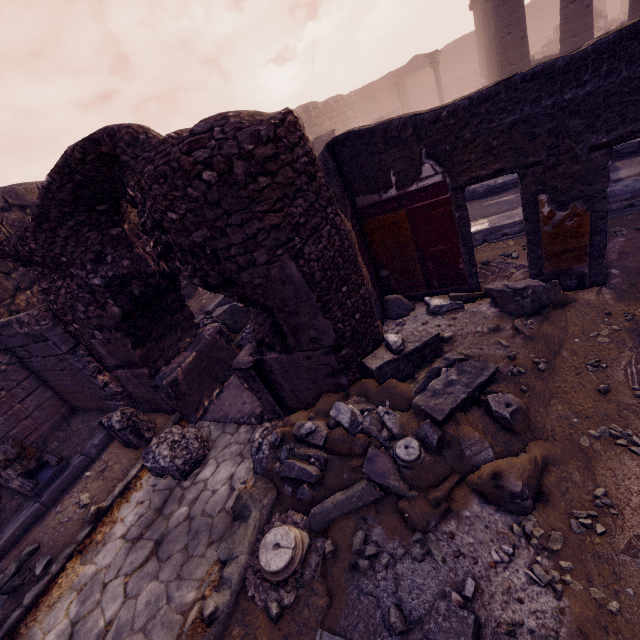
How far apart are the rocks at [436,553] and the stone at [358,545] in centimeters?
7cm

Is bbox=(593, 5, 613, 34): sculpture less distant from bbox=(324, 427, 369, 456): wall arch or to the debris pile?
the debris pile

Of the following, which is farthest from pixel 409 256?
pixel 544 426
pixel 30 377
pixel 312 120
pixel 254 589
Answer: pixel 312 120

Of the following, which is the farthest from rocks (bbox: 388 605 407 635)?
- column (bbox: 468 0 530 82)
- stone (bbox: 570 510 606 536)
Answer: column (bbox: 468 0 530 82)

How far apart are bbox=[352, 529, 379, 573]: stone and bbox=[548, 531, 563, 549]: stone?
1.0 meters

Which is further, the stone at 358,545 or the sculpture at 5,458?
the sculpture at 5,458

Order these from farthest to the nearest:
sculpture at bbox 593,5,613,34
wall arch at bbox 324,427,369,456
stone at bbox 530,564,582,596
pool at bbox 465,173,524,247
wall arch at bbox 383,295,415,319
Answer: sculpture at bbox 593,5,613,34, pool at bbox 465,173,524,247, wall arch at bbox 383,295,415,319, wall arch at bbox 324,427,369,456, stone at bbox 530,564,582,596

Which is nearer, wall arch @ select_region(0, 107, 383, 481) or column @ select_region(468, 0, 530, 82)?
wall arch @ select_region(0, 107, 383, 481)
